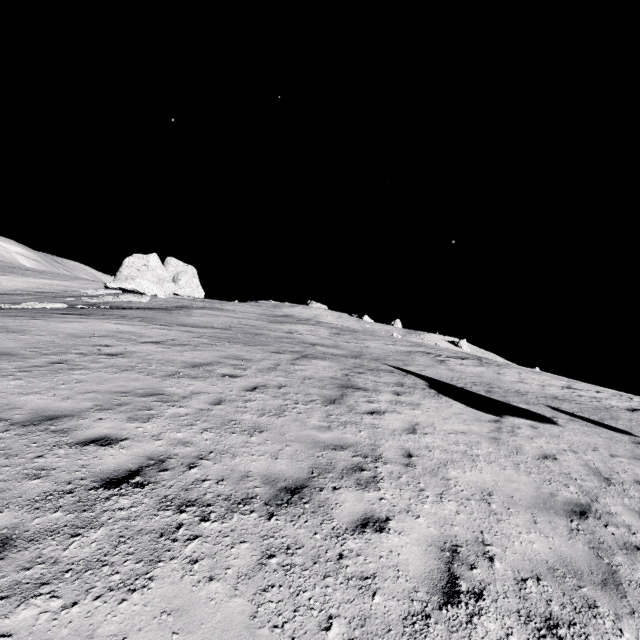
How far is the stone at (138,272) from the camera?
32.3 meters

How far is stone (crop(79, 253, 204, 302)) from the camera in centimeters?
3227cm

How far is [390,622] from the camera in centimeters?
297cm
